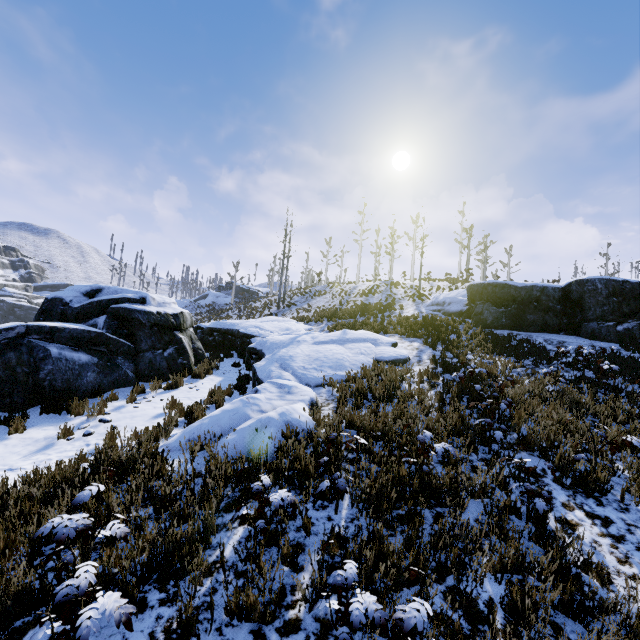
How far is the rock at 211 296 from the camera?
56.62m

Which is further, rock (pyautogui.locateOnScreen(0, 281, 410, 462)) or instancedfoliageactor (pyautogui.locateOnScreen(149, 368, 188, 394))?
instancedfoliageactor (pyautogui.locateOnScreen(149, 368, 188, 394))

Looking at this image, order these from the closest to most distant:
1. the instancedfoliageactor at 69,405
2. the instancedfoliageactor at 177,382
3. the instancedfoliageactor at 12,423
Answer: the instancedfoliageactor at 12,423 → the instancedfoliageactor at 69,405 → the instancedfoliageactor at 177,382

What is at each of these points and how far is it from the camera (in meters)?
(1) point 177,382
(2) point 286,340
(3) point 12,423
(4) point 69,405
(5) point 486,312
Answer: (1) instancedfoliageactor, 10.30
(2) rock, 12.94
(3) instancedfoliageactor, 6.70
(4) instancedfoliageactor, 7.97
(5) rock, 16.58

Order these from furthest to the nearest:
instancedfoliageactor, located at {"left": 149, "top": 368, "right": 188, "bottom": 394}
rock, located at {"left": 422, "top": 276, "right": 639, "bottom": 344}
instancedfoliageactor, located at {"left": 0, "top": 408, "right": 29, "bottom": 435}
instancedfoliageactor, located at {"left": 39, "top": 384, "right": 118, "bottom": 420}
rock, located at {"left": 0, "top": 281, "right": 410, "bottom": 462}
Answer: rock, located at {"left": 422, "top": 276, "right": 639, "bottom": 344}, instancedfoliageactor, located at {"left": 149, "top": 368, "right": 188, "bottom": 394}, instancedfoliageactor, located at {"left": 39, "top": 384, "right": 118, "bottom": 420}, instancedfoliageactor, located at {"left": 0, "top": 408, "right": 29, "bottom": 435}, rock, located at {"left": 0, "top": 281, "right": 410, "bottom": 462}

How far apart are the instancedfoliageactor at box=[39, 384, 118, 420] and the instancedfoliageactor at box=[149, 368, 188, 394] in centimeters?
173cm

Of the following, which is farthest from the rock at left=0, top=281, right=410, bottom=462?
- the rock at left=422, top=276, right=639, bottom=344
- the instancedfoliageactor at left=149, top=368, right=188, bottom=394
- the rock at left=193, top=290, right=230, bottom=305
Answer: the rock at left=193, top=290, right=230, bottom=305

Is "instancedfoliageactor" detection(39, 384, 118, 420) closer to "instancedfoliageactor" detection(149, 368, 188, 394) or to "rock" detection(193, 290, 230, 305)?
"instancedfoliageactor" detection(149, 368, 188, 394)
